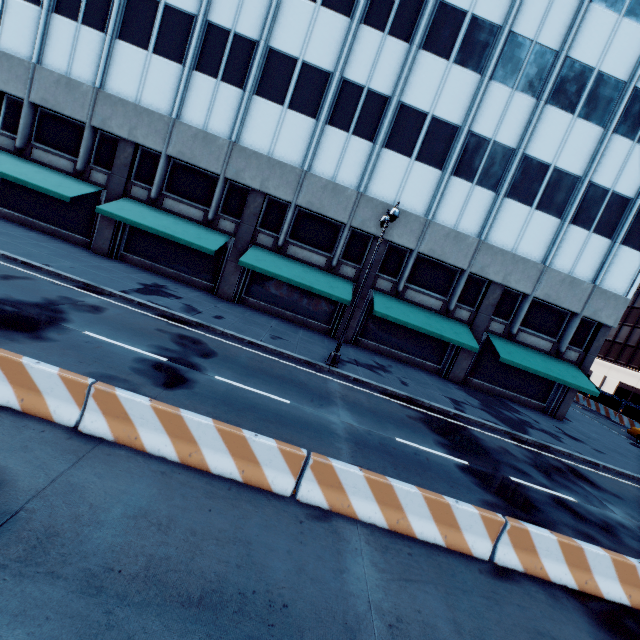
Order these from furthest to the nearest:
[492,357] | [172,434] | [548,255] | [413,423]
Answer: [492,357] < [548,255] < [413,423] < [172,434]

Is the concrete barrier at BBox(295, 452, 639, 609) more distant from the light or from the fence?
the fence

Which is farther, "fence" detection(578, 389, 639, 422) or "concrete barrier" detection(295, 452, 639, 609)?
"fence" detection(578, 389, 639, 422)

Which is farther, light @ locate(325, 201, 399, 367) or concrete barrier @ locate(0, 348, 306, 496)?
light @ locate(325, 201, 399, 367)

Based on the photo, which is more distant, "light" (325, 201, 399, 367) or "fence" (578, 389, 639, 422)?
"fence" (578, 389, 639, 422)

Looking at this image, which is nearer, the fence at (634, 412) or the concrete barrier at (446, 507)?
the concrete barrier at (446, 507)

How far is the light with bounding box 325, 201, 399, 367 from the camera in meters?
12.8

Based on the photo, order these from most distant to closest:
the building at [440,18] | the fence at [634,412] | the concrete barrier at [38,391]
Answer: the fence at [634,412]
the building at [440,18]
the concrete barrier at [38,391]
